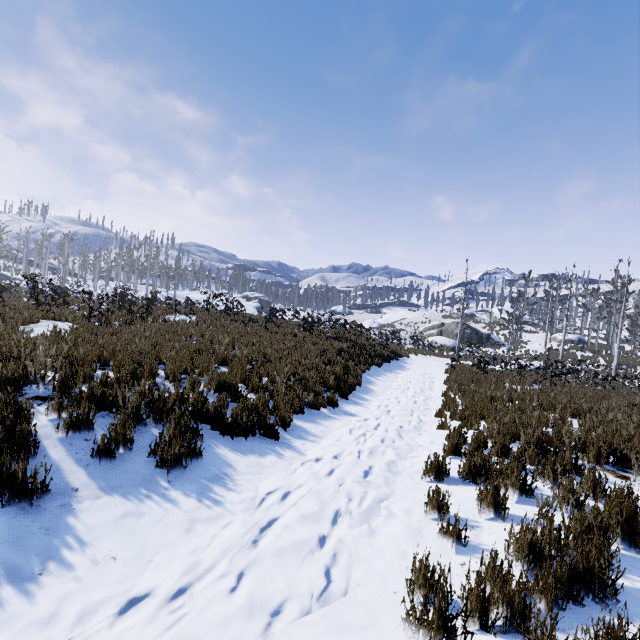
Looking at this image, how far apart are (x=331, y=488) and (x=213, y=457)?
1.6m

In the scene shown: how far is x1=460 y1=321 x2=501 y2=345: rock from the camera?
41.0 meters

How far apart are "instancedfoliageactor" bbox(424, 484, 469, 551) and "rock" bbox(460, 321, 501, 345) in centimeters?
4168cm

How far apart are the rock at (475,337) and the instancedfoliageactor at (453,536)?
41.68m

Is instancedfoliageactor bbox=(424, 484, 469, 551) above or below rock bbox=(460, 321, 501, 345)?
below

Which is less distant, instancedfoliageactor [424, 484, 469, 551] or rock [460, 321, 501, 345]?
instancedfoliageactor [424, 484, 469, 551]

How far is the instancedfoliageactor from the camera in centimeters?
307cm

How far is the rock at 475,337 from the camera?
41.0m
